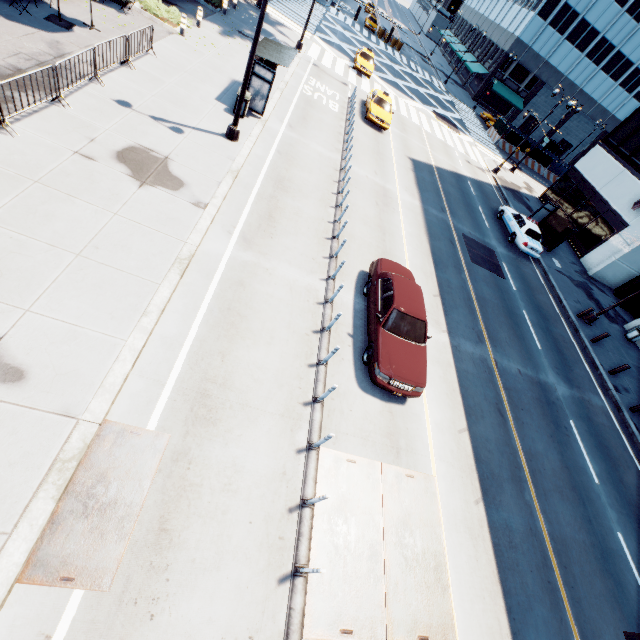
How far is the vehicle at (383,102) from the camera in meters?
22.6

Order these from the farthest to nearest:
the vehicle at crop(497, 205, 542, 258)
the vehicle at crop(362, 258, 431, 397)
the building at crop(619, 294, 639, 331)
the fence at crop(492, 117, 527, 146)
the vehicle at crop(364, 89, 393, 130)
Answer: the fence at crop(492, 117, 527, 146) < the vehicle at crop(364, 89, 393, 130) < the building at crop(619, 294, 639, 331) < the vehicle at crop(497, 205, 542, 258) < the vehicle at crop(362, 258, 431, 397)

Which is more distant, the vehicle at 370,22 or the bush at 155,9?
the vehicle at 370,22

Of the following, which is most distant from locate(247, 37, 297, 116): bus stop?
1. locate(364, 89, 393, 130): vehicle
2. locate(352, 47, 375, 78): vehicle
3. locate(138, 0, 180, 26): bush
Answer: locate(352, 47, 375, 78): vehicle

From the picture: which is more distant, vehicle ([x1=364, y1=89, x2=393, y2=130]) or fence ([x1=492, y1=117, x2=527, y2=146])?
fence ([x1=492, y1=117, x2=527, y2=146])

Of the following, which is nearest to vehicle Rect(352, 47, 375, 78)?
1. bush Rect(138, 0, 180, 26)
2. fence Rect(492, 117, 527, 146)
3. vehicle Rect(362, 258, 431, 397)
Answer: bush Rect(138, 0, 180, 26)

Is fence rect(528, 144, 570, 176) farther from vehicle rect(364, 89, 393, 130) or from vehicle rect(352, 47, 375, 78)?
vehicle rect(364, 89, 393, 130)

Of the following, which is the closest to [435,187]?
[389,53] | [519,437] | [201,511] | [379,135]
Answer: [379,135]
